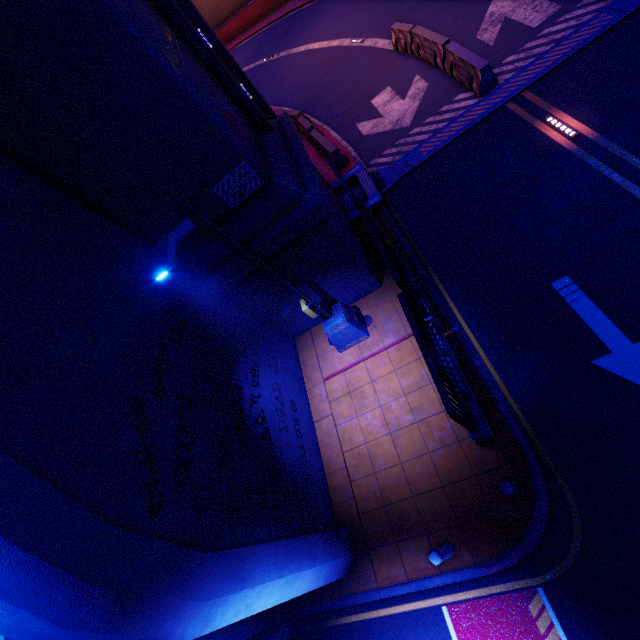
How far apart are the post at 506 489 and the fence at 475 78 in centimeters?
1415cm

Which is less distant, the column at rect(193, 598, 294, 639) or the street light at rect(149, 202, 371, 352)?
the street light at rect(149, 202, 371, 352)

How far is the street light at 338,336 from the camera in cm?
425

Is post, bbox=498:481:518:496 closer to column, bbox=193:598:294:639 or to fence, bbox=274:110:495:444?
fence, bbox=274:110:495:444

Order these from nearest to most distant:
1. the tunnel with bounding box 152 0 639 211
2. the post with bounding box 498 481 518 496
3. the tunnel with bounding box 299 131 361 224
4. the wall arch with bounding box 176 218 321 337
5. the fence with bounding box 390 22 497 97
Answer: the post with bounding box 498 481 518 496
the wall arch with bounding box 176 218 321 337
the tunnel with bounding box 152 0 639 211
the fence with bounding box 390 22 497 97
the tunnel with bounding box 299 131 361 224

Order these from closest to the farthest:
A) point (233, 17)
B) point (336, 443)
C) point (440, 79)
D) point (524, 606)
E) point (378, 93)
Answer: point (524, 606), point (336, 443), point (440, 79), point (378, 93), point (233, 17)

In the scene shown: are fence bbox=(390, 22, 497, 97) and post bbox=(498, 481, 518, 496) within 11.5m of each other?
no

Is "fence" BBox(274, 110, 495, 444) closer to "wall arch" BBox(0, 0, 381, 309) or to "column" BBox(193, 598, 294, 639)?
"wall arch" BBox(0, 0, 381, 309)
